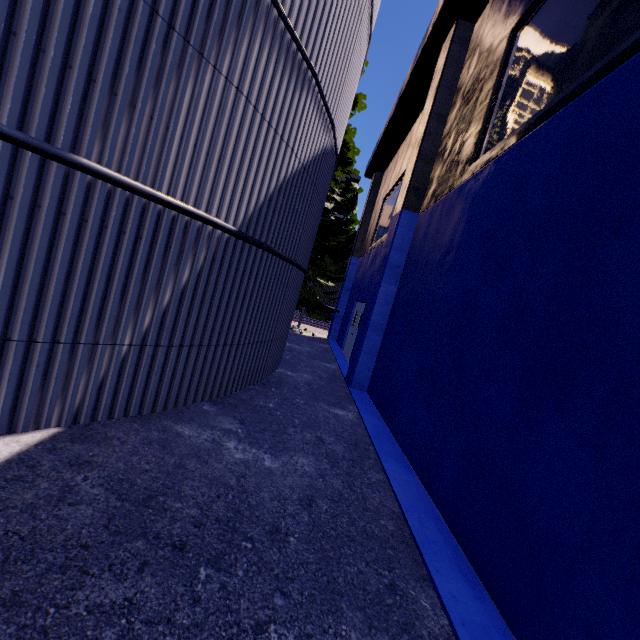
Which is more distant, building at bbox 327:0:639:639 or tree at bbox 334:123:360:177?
tree at bbox 334:123:360:177

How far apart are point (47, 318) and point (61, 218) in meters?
1.0 m

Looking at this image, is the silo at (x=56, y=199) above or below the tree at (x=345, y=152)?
below

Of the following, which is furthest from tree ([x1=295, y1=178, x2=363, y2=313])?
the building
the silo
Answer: the building

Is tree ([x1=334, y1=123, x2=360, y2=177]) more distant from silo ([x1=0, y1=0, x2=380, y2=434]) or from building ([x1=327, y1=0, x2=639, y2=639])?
building ([x1=327, y1=0, x2=639, y2=639])

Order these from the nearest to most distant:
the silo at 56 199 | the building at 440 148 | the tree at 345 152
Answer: the building at 440 148 < the silo at 56 199 < the tree at 345 152

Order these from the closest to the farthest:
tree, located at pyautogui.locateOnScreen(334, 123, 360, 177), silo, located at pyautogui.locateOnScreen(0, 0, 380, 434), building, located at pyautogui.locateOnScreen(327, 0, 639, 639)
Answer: building, located at pyautogui.locateOnScreen(327, 0, 639, 639) < silo, located at pyautogui.locateOnScreen(0, 0, 380, 434) < tree, located at pyautogui.locateOnScreen(334, 123, 360, 177)
